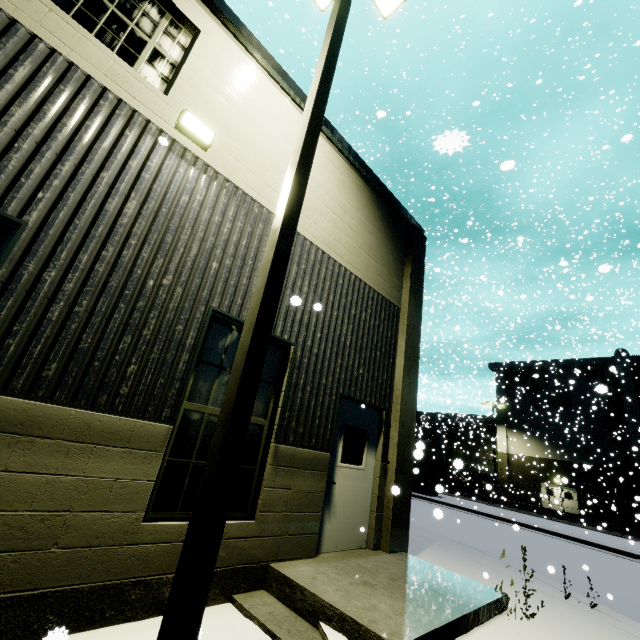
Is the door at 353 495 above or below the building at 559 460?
below

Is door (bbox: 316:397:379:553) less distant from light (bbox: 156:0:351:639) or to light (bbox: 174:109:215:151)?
light (bbox: 156:0:351:639)

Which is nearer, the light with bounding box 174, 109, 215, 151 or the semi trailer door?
the light with bounding box 174, 109, 215, 151

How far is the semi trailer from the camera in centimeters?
543cm

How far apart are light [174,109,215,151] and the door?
4.42m

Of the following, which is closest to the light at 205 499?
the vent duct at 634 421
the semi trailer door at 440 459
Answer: the vent duct at 634 421

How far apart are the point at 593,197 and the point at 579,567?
13.06m

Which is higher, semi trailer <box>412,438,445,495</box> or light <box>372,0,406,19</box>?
light <box>372,0,406,19</box>
